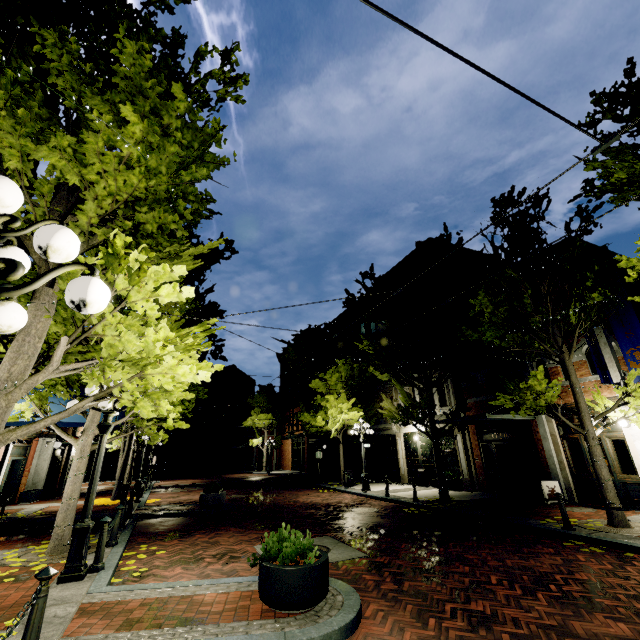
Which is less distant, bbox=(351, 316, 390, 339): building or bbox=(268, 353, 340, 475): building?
bbox=(351, 316, 390, 339): building

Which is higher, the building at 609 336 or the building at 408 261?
the building at 408 261

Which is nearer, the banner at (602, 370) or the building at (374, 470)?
the banner at (602, 370)

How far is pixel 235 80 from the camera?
5.8m

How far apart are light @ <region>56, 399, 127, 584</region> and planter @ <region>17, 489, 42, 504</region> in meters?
13.9

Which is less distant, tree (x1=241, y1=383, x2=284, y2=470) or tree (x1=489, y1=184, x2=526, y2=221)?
tree (x1=489, y1=184, x2=526, y2=221)
